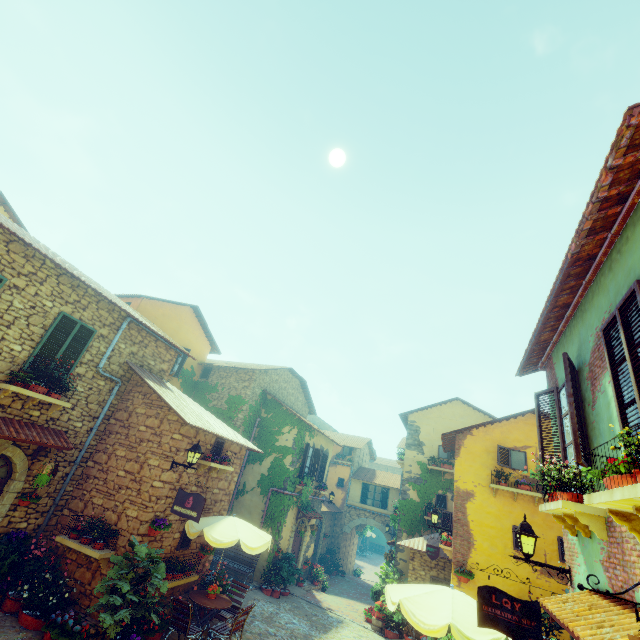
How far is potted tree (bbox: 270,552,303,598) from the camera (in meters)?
13.91

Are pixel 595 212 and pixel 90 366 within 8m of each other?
no

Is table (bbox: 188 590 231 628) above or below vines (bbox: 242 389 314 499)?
below

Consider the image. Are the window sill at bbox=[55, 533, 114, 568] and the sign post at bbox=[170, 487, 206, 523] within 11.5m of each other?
yes

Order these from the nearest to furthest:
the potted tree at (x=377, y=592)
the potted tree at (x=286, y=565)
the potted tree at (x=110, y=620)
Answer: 1. the potted tree at (x=110, y=620)
2. the potted tree at (x=286, y=565)
3. the potted tree at (x=377, y=592)

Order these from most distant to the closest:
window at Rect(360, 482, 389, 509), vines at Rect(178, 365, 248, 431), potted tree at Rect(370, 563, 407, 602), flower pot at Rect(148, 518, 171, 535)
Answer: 1. window at Rect(360, 482, 389, 509)
2. vines at Rect(178, 365, 248, 431)
3. potted tree at Rect(370, 563, 407, 602)
4. flower pot at Rect(148, 518, 171, 535)

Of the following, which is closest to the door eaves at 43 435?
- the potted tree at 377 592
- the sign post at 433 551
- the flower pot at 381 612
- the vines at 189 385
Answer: the vines at 189 385

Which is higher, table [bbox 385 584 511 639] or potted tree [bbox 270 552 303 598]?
table [bbox 385 584 511 639]
